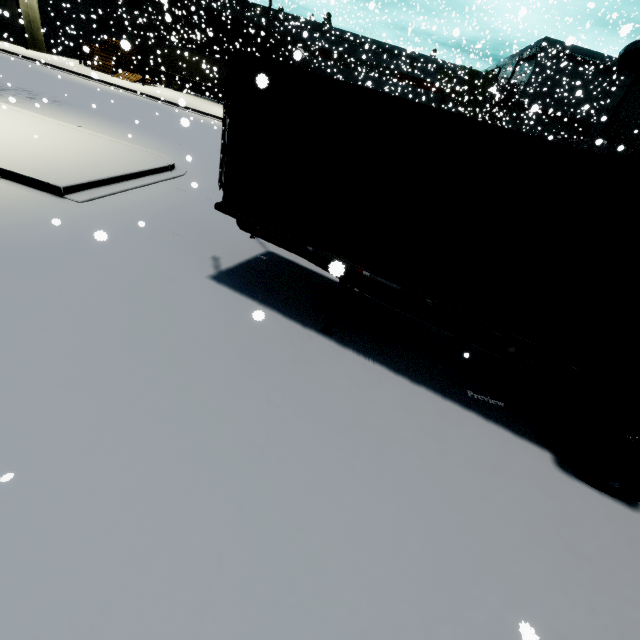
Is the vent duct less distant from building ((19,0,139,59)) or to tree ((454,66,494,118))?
building ((19,0,139,59))

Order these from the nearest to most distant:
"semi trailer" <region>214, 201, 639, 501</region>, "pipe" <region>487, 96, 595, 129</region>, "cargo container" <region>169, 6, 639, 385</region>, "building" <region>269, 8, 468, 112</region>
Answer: "cargo container" <region>169, 6, 639, 385</region> → "semi trailer" <region>214, 201, 639, 501</region> → "pipe" <region>487, 96, 595, 129</region> → "building" <region>269, 8, 468, 112</region>

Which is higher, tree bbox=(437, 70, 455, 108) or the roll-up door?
tree bbox=(437, 70, 455, 108)

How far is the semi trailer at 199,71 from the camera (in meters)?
32.19

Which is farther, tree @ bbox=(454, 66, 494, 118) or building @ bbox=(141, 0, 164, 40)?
tree @ bbox=(454, 66, 494, 118)

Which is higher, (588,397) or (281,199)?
(281,199)

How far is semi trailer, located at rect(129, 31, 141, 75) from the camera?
33.9 meters

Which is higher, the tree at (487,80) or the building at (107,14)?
the tree at (487,80)
